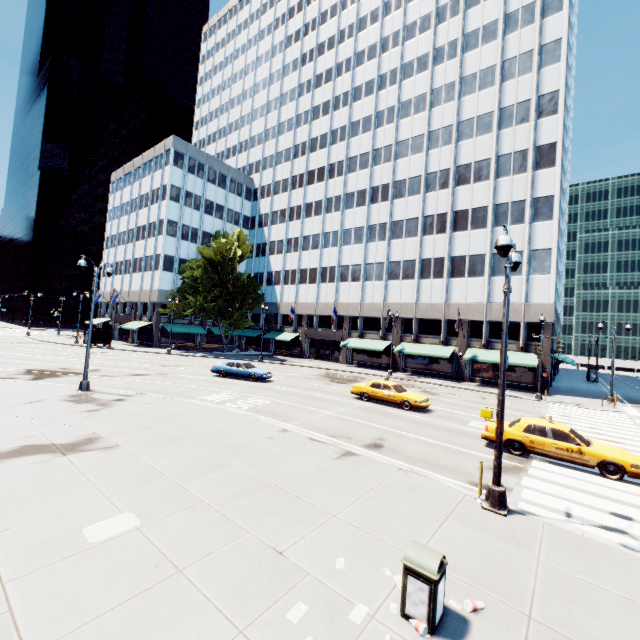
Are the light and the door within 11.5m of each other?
no

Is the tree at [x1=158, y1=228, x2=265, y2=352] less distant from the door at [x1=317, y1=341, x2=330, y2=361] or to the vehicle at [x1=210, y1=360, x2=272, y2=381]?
the door at [x1=317, y1=341, x2=330, y2=361]

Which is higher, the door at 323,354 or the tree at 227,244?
the tree at 227,244

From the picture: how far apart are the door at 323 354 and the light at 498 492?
39.1 meters

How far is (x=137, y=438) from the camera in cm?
1148

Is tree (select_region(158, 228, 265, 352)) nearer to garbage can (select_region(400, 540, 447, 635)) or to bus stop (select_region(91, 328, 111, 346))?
bus stop (select_region(91, 328, 111, 346))

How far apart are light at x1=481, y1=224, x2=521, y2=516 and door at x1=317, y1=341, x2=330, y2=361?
39.15m

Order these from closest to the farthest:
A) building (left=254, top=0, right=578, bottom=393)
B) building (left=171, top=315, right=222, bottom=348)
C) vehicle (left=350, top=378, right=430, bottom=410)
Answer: vehicle (left=350, top=378, right=430, bottom=410) → building (left=254, top=0, right=578, bottom=393) → building (left=171, top=315, right=222, bottom=348)
